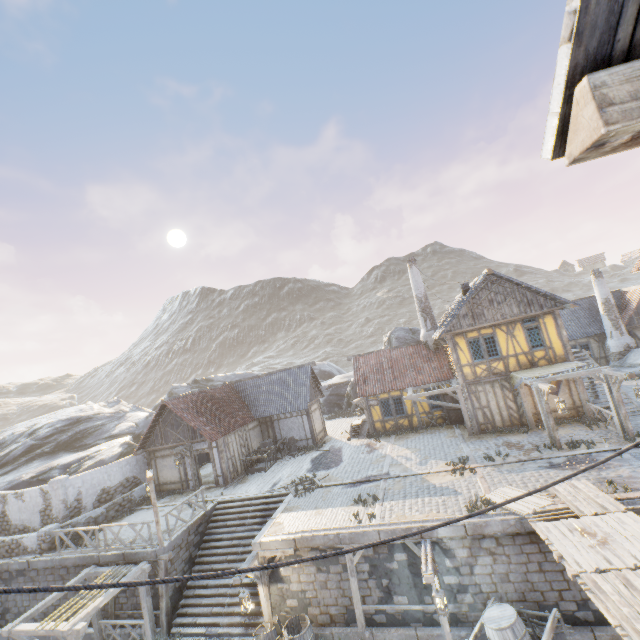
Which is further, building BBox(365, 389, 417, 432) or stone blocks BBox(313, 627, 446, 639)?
building BBox(365, 389, 417, 432)

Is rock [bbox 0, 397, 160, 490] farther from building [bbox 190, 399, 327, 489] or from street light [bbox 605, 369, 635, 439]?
street light [bbox 605, 369, 635, 439]

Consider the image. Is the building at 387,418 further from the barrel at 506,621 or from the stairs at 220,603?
the barrel at 506,621

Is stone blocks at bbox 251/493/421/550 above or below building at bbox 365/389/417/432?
below

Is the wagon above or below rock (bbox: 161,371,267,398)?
below

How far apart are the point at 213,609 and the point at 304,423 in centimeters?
1202cm

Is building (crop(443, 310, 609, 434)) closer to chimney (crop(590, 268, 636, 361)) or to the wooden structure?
chimney (crop(590, 268, 636, 361))

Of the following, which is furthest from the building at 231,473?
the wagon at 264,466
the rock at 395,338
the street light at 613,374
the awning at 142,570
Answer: the street light at 613,374
